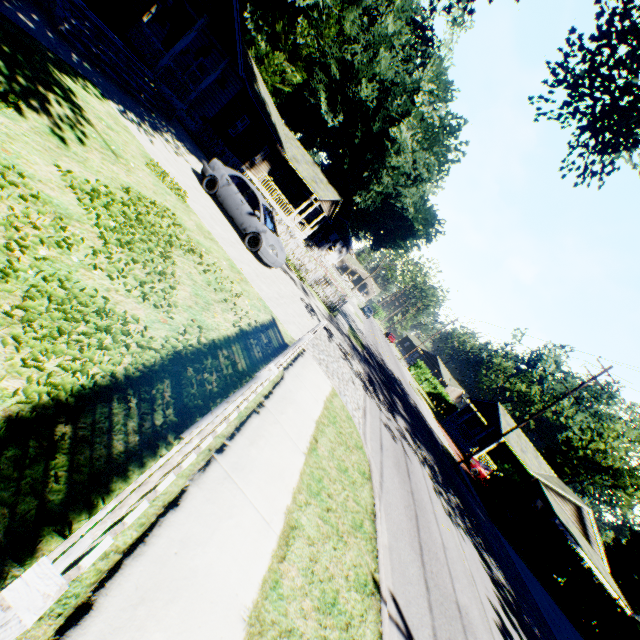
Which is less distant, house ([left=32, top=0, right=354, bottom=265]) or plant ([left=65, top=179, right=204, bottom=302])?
plant ([left=65, top=179, right=204, bottom=302])

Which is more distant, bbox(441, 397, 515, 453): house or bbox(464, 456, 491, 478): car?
bbox(441, 397, 515, 453): house

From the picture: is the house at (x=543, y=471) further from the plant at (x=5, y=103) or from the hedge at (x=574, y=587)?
the plant at (x=5, y=103)

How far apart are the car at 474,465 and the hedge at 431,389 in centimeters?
2426cm

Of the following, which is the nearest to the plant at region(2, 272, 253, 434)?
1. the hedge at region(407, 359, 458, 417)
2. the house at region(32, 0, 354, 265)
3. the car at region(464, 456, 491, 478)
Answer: the house at region(32, 0, 354, 265)

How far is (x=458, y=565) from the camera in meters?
8.6

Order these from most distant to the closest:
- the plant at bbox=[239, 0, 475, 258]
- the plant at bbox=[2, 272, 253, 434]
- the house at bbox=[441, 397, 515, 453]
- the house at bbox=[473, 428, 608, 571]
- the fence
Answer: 1. the house at bbox=[441, 397, 515, 453]
2. the house at bbox=[473, 428, 608, 571]
3. the plant at bbox=[239, 0, 475, 258]
4. the plant at bbox=[2, 272, 253, 434]
5. the fence

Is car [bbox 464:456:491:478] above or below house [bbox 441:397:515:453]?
below
